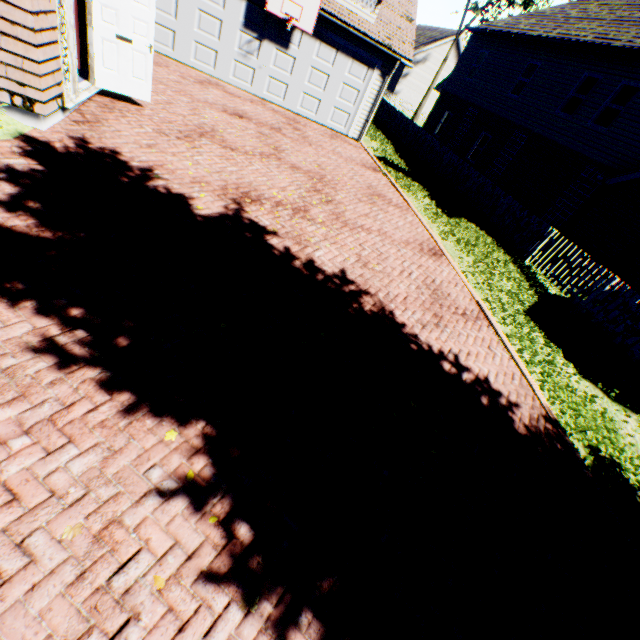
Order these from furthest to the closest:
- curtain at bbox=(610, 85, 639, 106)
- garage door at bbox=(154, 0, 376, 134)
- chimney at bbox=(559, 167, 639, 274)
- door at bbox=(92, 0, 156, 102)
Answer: curtain at bbox=(610, 85, 639, 106) → garage door at bbox=(154, 0, 376, 134) → chimney at bbox=(559, 167, 639, 274) → door at bbox=(92, 0, 156, 102)

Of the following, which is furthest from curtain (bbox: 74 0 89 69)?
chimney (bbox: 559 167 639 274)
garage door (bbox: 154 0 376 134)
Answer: chimney (bbox: 559 167 639 274)

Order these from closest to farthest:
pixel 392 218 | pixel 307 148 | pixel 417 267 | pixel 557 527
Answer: pixel 557 527 → pixel 417 267 → pixel 392 218 → pixel 307 148

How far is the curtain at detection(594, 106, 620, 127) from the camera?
12.94m

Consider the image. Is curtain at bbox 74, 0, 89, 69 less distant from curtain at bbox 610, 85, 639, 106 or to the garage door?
the garage door

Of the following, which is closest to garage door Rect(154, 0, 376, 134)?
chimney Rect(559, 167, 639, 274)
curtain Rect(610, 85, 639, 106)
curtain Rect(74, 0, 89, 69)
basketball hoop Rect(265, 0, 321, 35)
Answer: basketball hoop Rect(265, 0, 321, 35)

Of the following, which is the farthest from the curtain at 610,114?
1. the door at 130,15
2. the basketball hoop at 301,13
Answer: the door at 130,15

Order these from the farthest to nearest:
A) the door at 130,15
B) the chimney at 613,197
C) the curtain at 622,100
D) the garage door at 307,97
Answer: the curtain at 622,100 → the garage door at 307,97 → the chimney at 613,197 → the door at 130,15
